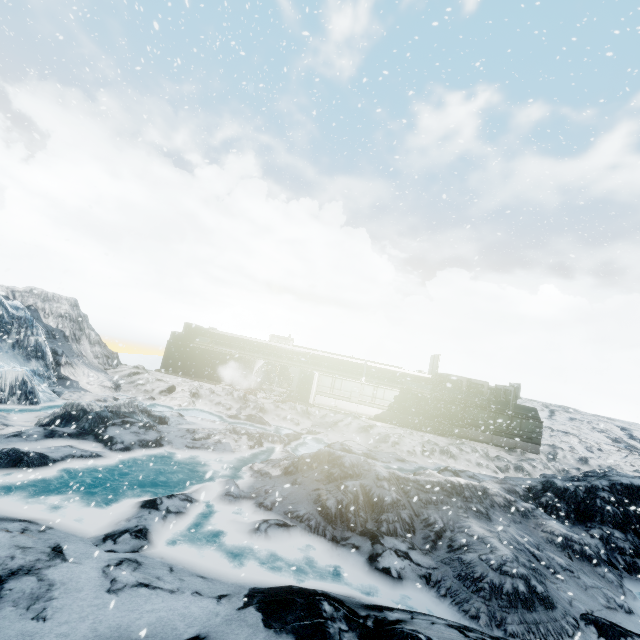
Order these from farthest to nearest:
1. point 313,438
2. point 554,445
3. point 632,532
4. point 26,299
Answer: point 554,445
point 26,299
point 313,438
point 632,532
